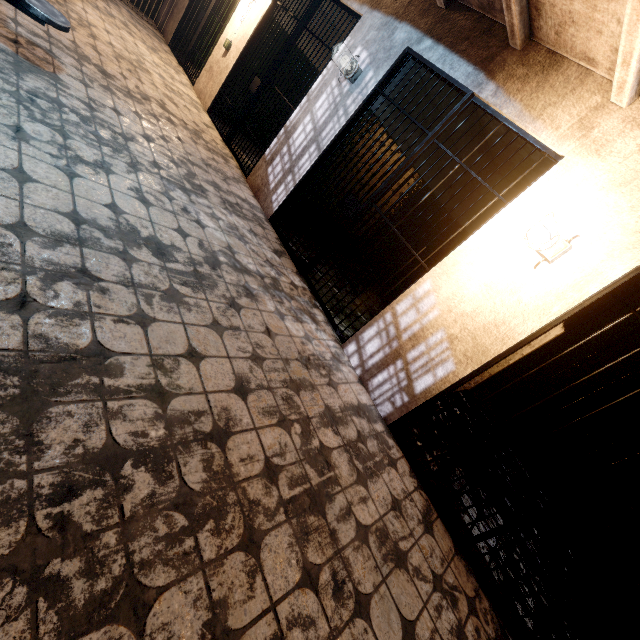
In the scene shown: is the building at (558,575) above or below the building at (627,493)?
below

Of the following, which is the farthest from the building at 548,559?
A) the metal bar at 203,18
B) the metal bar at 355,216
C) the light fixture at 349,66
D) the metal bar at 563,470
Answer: the metal bar at 203,18

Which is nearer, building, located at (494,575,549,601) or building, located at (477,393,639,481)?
building, located at (494,575,549,601)

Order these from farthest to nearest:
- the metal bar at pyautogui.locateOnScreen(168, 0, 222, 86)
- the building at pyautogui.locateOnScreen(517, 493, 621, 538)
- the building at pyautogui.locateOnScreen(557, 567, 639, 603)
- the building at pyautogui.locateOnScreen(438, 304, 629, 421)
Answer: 1. the metal bar at pyautogui.locateOnScreen(168, 0, 222, 86)
2. the building at pyautogui.locateOnScreen(438, 304, 629, 421)
3. the building at pyautogui.locateOnScreen(517, 493, 621, 538)
4. the building at pyautogui.locateOnScreen(557, 567, 639, 603)

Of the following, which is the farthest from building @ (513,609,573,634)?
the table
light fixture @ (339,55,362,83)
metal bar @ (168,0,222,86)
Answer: metal bar @ (168,0,222,86)

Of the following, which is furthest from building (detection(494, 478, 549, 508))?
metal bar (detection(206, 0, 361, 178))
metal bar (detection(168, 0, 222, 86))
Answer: metal bar (detection(168, 0, 222, 86))

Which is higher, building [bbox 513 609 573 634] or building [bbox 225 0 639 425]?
building [bbox 225 0 639 425]

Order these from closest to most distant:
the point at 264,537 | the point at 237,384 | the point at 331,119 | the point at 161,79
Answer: the point at 264,537, the point at 237,384, the point at 331,119, the point at 161,79
